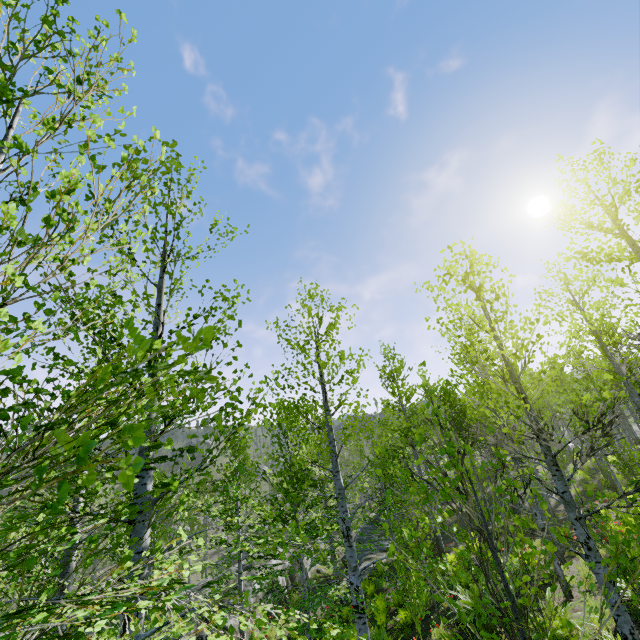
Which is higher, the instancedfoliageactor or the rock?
the instancedfoliageactor

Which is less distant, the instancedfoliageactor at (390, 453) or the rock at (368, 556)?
the instancedfoliageactor at (390, 453)

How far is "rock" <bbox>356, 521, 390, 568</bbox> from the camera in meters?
21.0

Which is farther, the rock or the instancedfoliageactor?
the rock

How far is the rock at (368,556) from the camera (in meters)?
21.00

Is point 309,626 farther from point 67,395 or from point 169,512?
point 67,395
